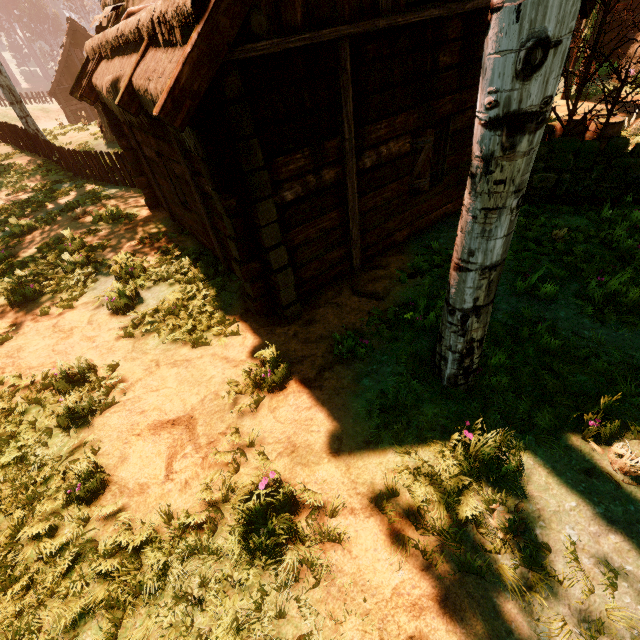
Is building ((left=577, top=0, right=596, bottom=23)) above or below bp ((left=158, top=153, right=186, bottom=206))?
above

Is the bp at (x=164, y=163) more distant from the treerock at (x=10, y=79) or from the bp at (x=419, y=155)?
the treerock at (x=10, y=79)

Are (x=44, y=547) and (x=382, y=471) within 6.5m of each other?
yes

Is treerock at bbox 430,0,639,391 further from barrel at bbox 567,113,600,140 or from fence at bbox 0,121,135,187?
barrel at bbox 567,113,600,140

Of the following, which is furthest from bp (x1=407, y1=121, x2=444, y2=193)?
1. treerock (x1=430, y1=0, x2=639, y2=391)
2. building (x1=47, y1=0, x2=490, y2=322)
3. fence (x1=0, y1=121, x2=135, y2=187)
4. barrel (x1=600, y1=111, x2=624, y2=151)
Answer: fence (x1=0, y1=121, x2=135, y2=187)

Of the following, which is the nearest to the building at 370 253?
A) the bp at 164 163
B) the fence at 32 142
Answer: the bp at 164 163

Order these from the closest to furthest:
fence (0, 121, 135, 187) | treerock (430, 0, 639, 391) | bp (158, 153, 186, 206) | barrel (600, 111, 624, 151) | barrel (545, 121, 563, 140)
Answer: treerock (430, 0, 639, 391)
bp (158, 153, 186, 206)
barrel (600, 111, 624, 151)
barrel (545, 121, 563, 140)
fence (0, 121, 135, 187)

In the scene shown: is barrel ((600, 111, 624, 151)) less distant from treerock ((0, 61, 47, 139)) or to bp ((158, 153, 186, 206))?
treerock ((0, 61, 47, 139))
